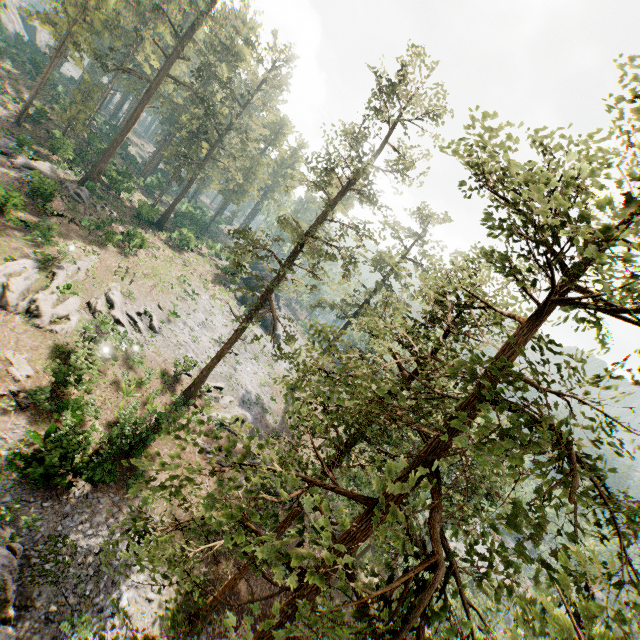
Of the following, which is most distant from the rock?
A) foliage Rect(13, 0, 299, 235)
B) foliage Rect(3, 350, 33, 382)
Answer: foliage Rect(3, 350, 33, 382)

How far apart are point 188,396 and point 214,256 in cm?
3817

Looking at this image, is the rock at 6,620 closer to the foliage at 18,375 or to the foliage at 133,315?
the foliage at 133,315

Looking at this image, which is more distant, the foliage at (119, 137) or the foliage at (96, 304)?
the foliage at (119, 137)

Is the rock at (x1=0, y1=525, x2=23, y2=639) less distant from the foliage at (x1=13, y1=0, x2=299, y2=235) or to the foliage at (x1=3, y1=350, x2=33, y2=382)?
the foliage at (x1=13, y1=0, x2=299, y2=235)

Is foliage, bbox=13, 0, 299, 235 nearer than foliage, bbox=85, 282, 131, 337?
No

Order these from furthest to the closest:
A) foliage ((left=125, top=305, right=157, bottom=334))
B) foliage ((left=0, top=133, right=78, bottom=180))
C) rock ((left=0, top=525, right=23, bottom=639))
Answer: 1. foliage ((left=0, top=133, right=78, bottom=180))
2. foliage ((left=125, top=305, right=157, bottom=334))
3. rock ((left=0, top=525, right=23, bottom=639))

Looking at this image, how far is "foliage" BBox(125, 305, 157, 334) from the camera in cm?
2698
